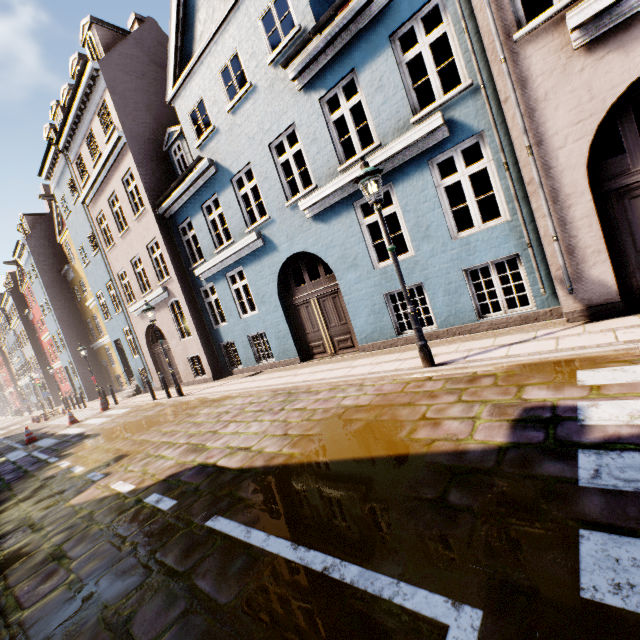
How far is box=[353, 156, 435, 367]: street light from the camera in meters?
5.4

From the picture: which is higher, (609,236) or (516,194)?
(516,194)

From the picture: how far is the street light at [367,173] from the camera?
5.4m
